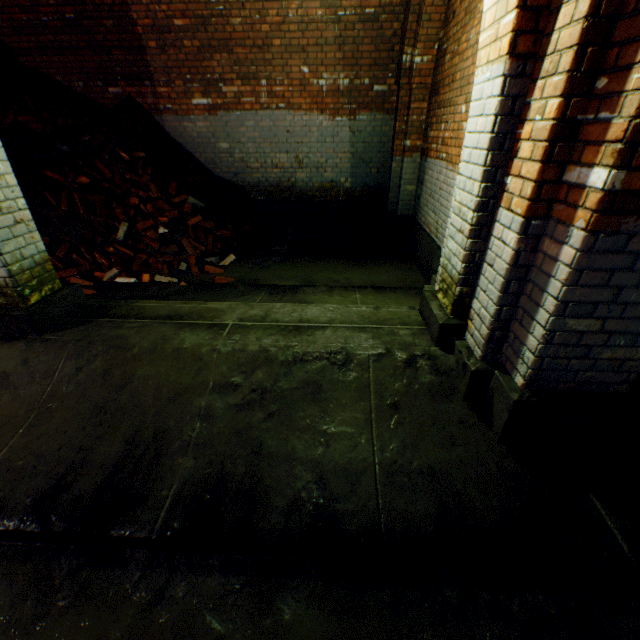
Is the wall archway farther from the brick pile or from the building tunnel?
the brick pile

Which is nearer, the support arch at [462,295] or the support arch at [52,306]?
the support arch at [462,295]

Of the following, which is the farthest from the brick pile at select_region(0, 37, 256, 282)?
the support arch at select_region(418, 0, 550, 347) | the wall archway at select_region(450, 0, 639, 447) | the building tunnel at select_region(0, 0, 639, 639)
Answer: the wall archway at select_region(450, 0, 639, 447)

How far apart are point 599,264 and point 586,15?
1.09m

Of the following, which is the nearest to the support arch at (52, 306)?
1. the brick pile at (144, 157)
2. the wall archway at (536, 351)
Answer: the wall archway at (536, 351)

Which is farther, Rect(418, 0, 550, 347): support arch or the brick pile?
the brick pile

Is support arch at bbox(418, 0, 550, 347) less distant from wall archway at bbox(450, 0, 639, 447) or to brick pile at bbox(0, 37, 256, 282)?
wall archway at bbox(450, 0, 639, 447)
